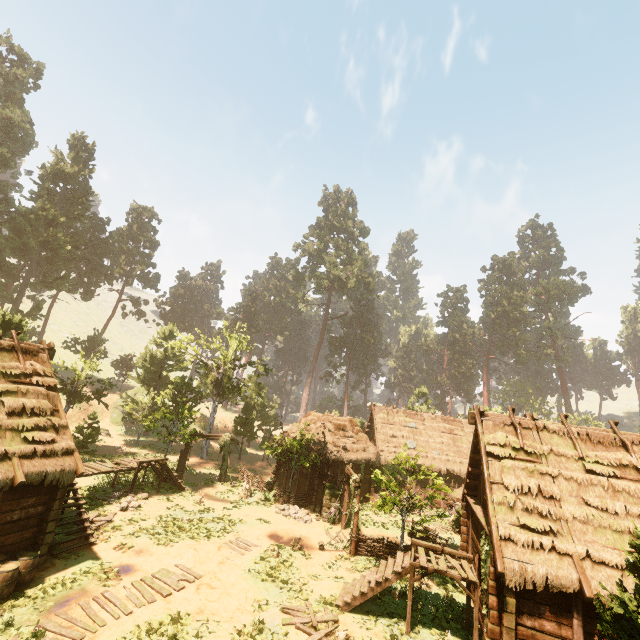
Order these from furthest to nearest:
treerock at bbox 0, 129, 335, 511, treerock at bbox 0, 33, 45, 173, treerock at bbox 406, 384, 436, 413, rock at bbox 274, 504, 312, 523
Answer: treerock at bbox 406, 384, 436, 413 → treerock at bbox 0, 33, 45, 173 → treerock at bbox 0, 129, 335, 511 → rock at bbox 274, 504, 312, 523

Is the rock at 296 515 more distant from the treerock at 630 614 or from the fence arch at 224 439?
the fence arch at 224 439

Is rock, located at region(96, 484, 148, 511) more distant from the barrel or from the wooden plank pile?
the wooden plank pile

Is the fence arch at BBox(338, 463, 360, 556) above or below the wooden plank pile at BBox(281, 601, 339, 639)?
above

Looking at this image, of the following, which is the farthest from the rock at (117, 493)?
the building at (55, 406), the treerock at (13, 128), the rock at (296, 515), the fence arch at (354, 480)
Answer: the fence arch at (354, 480)

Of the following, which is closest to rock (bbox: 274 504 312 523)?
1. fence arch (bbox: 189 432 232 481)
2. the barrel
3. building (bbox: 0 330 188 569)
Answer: building (bbox: 0 330 188 569)

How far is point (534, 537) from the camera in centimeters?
980cm

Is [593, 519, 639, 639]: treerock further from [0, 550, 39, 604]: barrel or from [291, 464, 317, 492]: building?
[0, 550, 39, 604]: barrel
